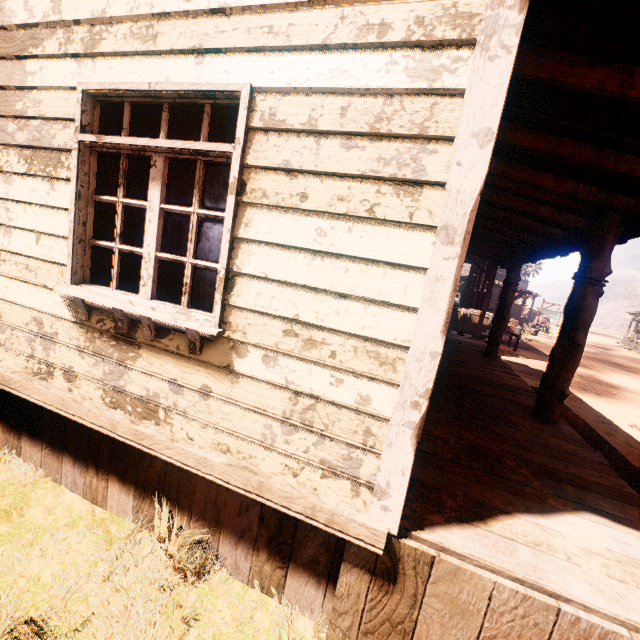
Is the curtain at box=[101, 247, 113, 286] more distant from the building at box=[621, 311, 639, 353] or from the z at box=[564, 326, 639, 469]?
the z at box=[564, 326, 639, 469]

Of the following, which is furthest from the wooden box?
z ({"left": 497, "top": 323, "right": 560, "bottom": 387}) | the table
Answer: the table

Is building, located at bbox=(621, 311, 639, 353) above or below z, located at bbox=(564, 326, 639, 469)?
above

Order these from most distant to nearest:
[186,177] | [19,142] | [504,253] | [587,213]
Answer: [186,177] → [504,253] → [587,213] → [19,142]

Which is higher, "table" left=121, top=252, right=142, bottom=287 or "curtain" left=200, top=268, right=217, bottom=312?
"curtain" left=200, top=268, right=217, bottom=312

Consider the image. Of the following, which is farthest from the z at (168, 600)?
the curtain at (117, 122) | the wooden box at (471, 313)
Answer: the curtain at (117, 122)

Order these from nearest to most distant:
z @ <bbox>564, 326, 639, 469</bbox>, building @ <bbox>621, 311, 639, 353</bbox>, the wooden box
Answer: z @ <bbox>564, 326, 639, 469</bbox> → the wooden box → building @ <bbox>621, 311, 639, 353</bbox>

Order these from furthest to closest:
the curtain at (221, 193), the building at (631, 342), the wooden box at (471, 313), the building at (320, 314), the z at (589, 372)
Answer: the building at (631, 342) → the wooden box at (471, 313) → the z at (589, 372) → the curtain at (221, 193) → the building at (320, 314)
